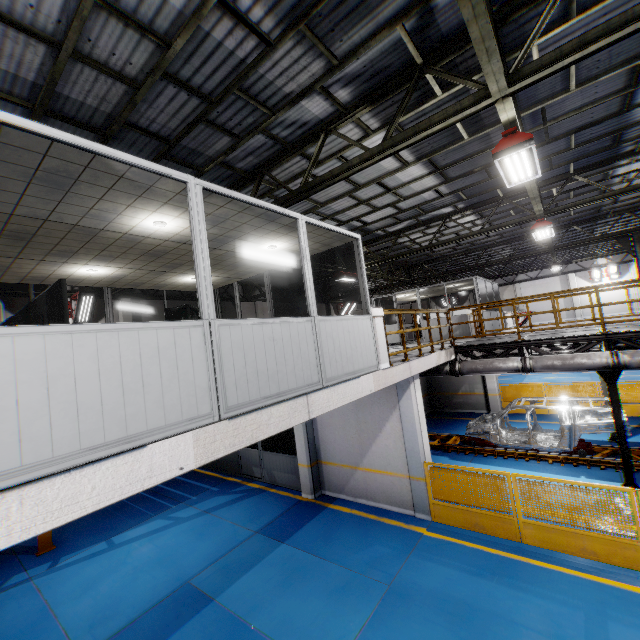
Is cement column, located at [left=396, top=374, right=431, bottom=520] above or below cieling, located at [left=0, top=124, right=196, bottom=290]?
below

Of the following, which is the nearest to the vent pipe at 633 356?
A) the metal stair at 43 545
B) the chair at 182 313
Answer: the chair at 182 313

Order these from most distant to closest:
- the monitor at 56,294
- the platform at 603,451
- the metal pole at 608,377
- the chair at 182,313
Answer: the platform at 603,451
the metal pole at 608,377
the chair at 182,313
the monitor at 56,294

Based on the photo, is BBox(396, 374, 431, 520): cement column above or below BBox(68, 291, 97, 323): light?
below

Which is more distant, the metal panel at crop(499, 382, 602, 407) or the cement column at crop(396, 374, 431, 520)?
the metal panel at crop(499, 382, 602, 407)

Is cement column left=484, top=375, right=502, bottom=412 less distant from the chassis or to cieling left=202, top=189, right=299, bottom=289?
the chassis

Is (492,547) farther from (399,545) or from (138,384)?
(138,384)

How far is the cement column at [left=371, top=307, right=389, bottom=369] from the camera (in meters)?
7.05
